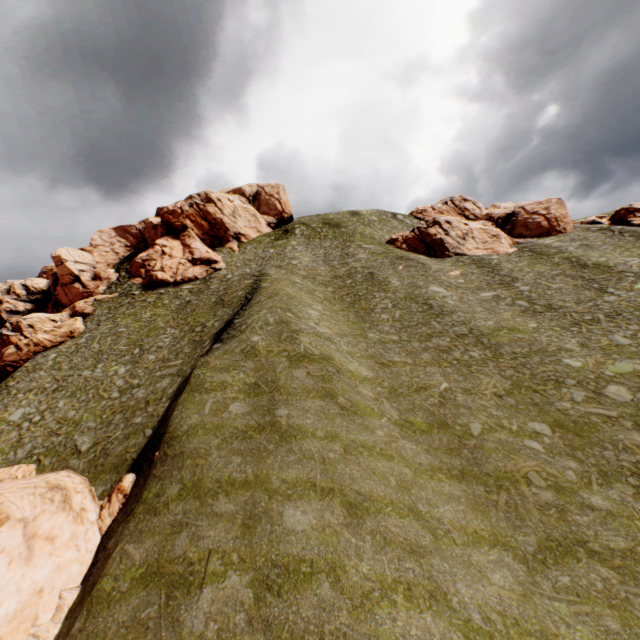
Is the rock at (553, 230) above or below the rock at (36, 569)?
above

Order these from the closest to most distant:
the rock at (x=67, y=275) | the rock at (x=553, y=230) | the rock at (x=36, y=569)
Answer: the rock at (x=36, y=569) → the rock at (x=67, y=275) → the rock at (x=553, y=230)

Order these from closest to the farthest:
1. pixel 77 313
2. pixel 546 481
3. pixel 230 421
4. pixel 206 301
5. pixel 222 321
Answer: pixel 546 481 < pixel 230 421 < pixel 222 321 < pixel 206 301 < pixel 77 313

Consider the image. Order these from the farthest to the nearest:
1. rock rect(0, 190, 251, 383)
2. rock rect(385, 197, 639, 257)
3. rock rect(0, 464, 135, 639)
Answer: rock rect(385, 197, 639, 257) → rock rect(0, 190, 251, 383) → rock rect(0, 464, 135, 639)

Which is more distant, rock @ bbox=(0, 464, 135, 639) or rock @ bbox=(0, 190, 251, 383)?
rock @ bbox=(0, 190, 251, 383)

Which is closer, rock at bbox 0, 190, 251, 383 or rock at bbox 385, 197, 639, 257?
rock at bbox 0, 190, 251, 383

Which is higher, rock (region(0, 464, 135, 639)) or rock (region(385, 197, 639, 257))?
rock (region(385, 197, 639, 257))
